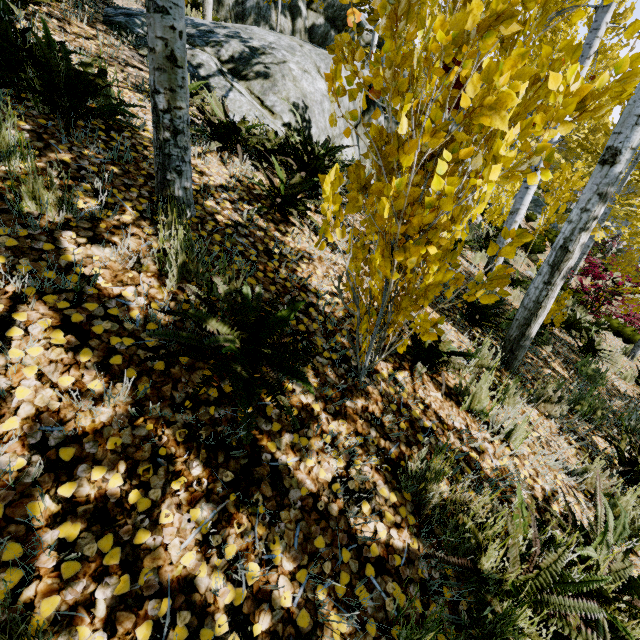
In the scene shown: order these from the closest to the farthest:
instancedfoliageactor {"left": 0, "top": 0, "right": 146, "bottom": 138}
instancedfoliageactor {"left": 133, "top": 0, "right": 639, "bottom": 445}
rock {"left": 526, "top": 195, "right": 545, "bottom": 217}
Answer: instancedfoliageactor {"left": 133, "top": 0, "right": 639, "bottom": 445}, instancedfoliageactor {"left": 0, "top": 0, "right": 146, "bottom": 138}, rock {"left": 526, "top": 195, "right": 545, "bottom": 217}

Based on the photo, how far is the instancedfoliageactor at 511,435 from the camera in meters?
2.5 m

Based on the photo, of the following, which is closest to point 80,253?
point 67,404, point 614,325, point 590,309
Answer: point 67,404

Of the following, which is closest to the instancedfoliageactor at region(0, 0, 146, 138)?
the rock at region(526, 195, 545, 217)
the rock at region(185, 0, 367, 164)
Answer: the rock at region(185, 0, 367, 164)

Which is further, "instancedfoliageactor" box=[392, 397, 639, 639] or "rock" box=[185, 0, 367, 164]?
"rock" box=[185, 0, 367, 164]

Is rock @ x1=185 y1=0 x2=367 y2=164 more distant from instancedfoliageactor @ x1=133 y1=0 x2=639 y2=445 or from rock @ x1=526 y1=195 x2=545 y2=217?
rock @ x1=526 y1=195 x2=545 y2=217

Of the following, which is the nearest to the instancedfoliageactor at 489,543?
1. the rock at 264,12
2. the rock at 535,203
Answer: the rock at 264,12
